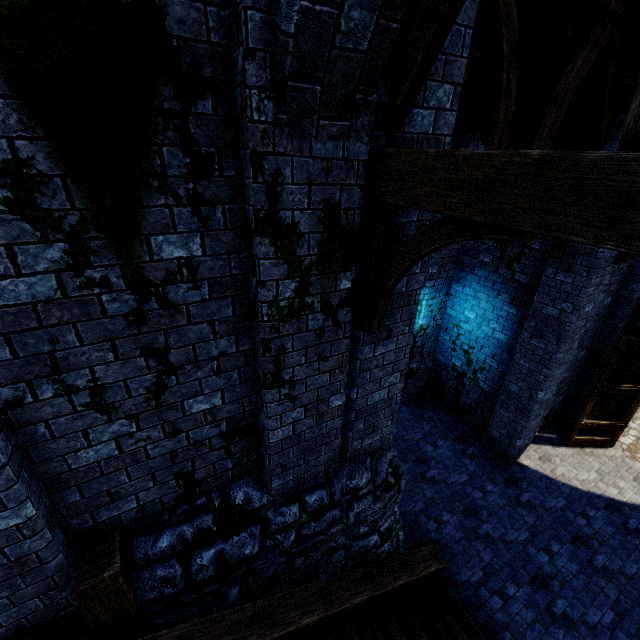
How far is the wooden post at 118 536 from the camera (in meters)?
2.81

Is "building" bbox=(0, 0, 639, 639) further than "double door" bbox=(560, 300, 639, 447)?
No

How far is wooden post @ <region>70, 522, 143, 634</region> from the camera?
2.8 meters

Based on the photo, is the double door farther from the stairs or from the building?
the stairs

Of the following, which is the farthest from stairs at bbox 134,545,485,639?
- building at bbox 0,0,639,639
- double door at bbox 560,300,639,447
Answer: double door at bbox 560,300,639,447

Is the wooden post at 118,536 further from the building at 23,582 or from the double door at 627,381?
the double door at 627,381

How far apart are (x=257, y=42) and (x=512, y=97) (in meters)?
3.58
